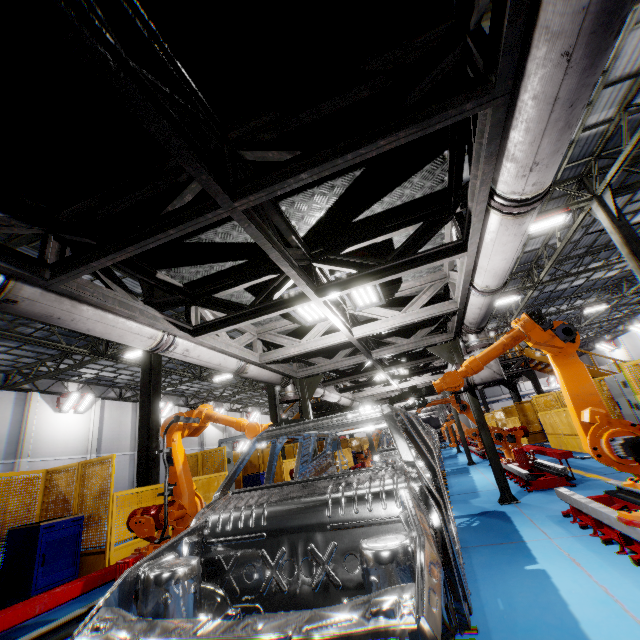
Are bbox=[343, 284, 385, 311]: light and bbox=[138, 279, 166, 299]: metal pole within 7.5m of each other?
yes

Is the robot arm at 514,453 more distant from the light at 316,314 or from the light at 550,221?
the light at 550,221

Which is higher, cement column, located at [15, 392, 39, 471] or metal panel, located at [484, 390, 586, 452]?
cement column, located at [15, 392, 39, 471]

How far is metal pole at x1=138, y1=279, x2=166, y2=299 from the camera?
10.5 meters

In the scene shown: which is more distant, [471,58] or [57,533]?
[57,533]

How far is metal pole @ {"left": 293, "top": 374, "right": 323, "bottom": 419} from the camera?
8.1 meters

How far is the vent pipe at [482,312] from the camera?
4.9 meters

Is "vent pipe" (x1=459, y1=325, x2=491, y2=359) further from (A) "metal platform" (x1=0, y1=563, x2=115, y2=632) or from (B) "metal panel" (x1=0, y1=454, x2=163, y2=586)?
(A) "metal platform" (x1=0, y1=563, x2=115, y2=632)
